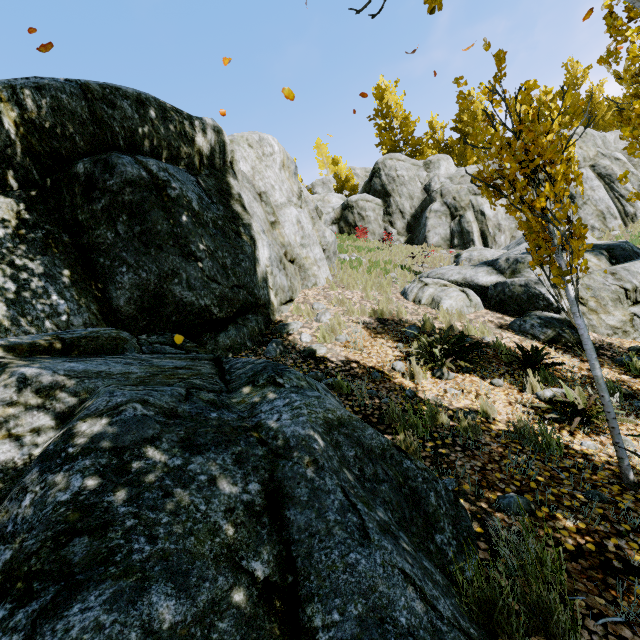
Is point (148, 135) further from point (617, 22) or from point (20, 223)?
point (617, 22)

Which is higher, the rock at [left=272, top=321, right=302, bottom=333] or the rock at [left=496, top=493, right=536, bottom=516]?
the rock at [left=272, top=321, right=302, bottom=333]

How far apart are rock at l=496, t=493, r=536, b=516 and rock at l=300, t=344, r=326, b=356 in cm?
330

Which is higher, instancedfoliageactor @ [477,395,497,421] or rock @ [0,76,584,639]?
rock @ [0,76,584,639]

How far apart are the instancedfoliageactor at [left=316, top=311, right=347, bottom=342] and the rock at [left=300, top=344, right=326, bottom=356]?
0.2 meters

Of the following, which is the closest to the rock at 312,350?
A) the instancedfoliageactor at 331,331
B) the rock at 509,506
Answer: the instancedfoliageactor at 331,331

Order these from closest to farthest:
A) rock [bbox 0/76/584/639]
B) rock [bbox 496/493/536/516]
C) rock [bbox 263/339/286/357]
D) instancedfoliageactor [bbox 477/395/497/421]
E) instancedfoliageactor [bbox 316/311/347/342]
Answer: rock [bbox 0/76/584/639], rock [bbox 496/493/536/516], instancedfoliageactor [bbox 477/395/497/421], rock [bbox 263/339/286/357], instancedfoliageactor [bbox 316/311/347/342]

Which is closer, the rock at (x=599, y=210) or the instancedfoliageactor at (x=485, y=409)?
the instancedfoliageactor at (x=485, y=409)
